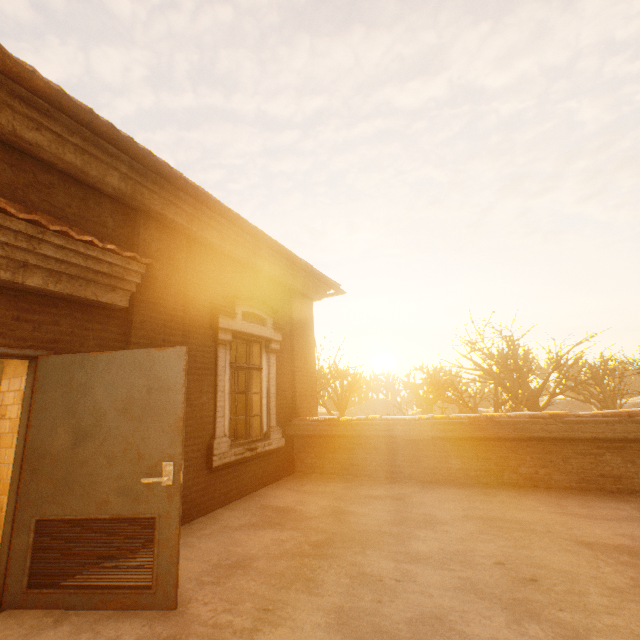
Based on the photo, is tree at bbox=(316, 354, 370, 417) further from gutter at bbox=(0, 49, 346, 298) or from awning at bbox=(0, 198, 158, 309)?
awning at bbox=(0, 198, 158, 309)

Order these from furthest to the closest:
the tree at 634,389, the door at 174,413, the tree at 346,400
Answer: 1. the tree at 346,400
2. the tree at 634,389
3. the door at 174,413

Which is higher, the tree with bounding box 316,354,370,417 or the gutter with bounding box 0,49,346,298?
the gutter with bounding box 0,49,346,298

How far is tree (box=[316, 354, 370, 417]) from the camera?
19.14m

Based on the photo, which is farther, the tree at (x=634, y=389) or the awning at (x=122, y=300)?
the tree at (x=634, y=389)

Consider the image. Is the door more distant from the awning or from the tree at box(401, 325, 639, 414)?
the tree at box(401, 325, 639, 414)

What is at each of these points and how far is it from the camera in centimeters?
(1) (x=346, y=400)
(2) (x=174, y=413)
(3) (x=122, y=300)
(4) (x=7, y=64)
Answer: (1) tree, 3081cm
(2) door, 288cm
(3) awning, 383cm
(4) gutter, 264cm

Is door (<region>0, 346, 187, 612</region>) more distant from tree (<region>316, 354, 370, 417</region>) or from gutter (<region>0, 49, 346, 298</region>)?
tree (<region>316, 354, 370, 417</region>)
